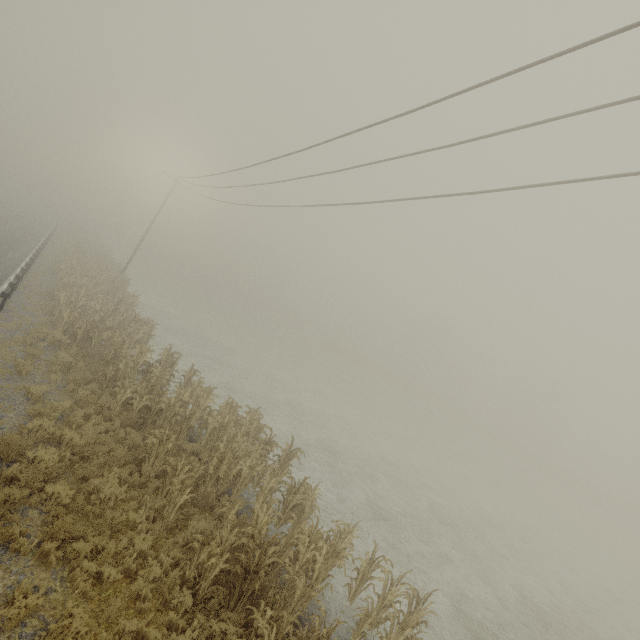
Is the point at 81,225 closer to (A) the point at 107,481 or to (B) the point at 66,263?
(B) the point at 66,263
